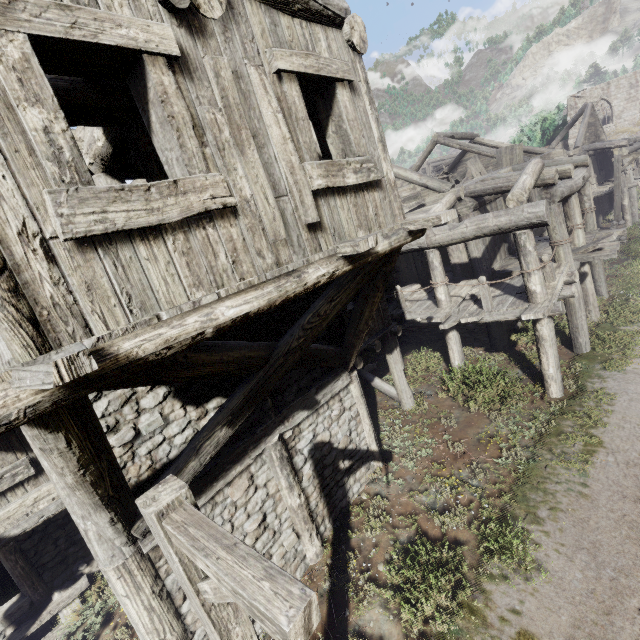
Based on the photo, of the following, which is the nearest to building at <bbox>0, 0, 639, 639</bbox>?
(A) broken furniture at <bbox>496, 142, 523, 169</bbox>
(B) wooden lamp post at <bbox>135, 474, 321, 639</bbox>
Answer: (A) broken furniture at <bbox>496, 142, 523, 169</bbox>

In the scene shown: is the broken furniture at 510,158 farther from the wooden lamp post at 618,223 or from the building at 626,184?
the wooden lamp post at 618,223

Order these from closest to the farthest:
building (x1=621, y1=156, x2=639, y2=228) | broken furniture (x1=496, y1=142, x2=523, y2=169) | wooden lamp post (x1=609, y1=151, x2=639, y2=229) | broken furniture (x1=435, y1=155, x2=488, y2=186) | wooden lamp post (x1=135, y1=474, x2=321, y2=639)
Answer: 1. wooden lamp post (x1=135, y1=474, x2=321, y2=639)
2. broken furniture (x1=435, y1=155, x2=488, y2=186)
3. broken furniture (x1=496, y1=142, x2=523, y2=169)
4. wooden lamp post (x1=609, y1=151, x2=639, y2=229)
5. building (x1=621, y1=156, x2=639, y2=228)

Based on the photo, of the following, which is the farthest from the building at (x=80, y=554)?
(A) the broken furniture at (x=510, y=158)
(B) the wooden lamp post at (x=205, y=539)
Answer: (B) the wooden lamp post at (x=205, y=539)

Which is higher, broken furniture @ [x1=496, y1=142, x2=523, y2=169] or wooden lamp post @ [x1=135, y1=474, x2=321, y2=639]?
broken furniture @ [x1=496, y1=142, x2=523, y2=169]

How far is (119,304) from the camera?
2.3m

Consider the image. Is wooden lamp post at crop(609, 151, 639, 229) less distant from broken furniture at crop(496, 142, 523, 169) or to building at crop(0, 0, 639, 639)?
building at crop(0, 0, 639, 639)
